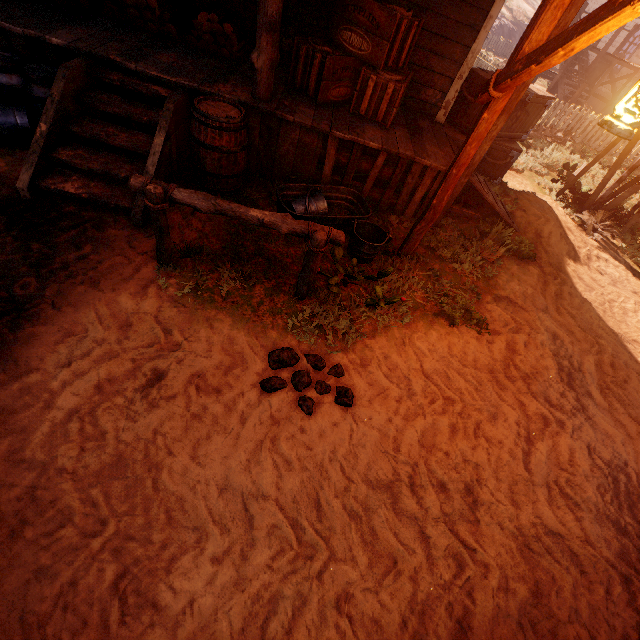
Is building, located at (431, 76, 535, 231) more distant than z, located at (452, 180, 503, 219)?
No

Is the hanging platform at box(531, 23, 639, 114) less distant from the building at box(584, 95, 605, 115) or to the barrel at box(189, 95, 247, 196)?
the building at box(584, 95, 605, 115)

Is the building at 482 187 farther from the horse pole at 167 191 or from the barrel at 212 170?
the horse pole at 167 191

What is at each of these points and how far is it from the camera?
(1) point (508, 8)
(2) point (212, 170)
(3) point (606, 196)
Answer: (1) z, 27.2m
(2) barrel, 4.1m
(3) windmill, 7.9m

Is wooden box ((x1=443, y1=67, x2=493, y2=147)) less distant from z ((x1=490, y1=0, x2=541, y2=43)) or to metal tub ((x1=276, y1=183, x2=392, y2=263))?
z ((x1=490, y1=0, x2=541, y2=43))

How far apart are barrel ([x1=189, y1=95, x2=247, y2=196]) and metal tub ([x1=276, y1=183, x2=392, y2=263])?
0.53m

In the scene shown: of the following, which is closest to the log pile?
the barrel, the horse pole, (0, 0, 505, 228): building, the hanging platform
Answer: (0, 0, 505, 228): building

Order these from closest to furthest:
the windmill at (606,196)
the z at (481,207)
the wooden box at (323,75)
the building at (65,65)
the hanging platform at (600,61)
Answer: the building at (65,65) → the wooden box at (323,75) → the z at (481,207) → the windmill at (606,196) → the hanging platform at (600,61)
